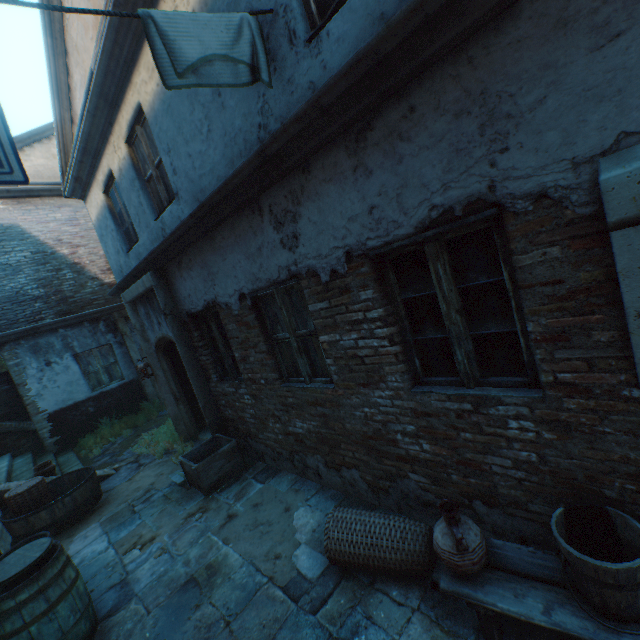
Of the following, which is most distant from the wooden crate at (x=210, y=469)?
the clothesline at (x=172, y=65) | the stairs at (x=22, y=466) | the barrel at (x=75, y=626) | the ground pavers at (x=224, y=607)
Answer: the clothesline at (x=172, y=65)

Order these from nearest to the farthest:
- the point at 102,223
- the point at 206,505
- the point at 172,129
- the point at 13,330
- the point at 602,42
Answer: the point at 602,42 < the point at 172,129 < the point at 206,505 < the point at 102,223 < the point at 13,330

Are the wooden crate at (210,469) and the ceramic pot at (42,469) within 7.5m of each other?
yes

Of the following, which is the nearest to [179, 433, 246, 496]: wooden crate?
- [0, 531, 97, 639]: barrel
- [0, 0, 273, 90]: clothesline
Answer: [0, 531, 97, 639]: barrel

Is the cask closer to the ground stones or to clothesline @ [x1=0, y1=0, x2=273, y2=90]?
the ground stones

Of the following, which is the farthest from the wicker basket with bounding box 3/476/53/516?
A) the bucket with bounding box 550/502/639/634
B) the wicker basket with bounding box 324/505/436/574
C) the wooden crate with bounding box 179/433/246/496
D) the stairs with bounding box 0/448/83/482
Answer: the bucket with bounding box 550/502/639/634

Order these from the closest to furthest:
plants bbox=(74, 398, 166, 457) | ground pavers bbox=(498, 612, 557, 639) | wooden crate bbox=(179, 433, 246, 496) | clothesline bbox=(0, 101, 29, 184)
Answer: clothesline bbox=(0, 101, 29, 184) → ground pavers bbox=(498, 612, 557, 639) → wooden crate bbox=(179, 433, 246, 496) → plants bbox=(74, 398, 166, 457)

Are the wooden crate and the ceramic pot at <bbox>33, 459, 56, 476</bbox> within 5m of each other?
yes
